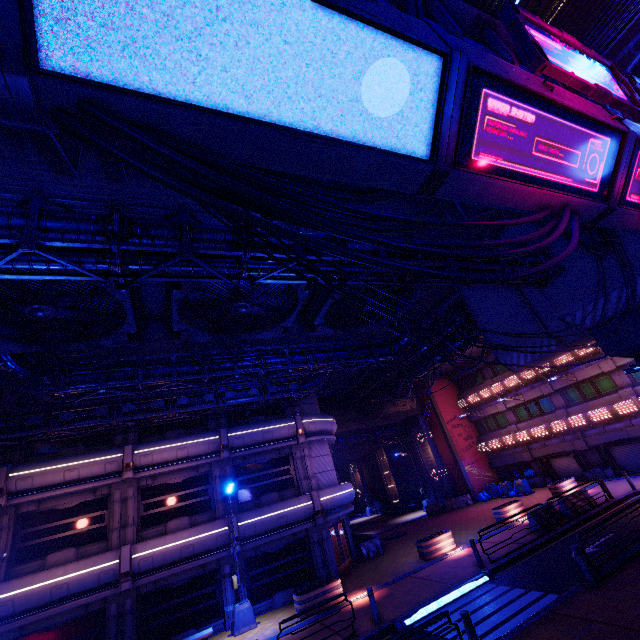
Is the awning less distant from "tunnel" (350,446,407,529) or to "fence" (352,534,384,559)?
"fence" (352,534,384,559)

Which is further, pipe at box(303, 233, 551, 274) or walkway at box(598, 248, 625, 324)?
walkway at box(598, 248, 625, 324)

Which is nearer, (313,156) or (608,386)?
(313,156)

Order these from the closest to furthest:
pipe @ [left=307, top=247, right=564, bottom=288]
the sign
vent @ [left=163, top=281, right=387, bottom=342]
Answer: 1. the sign
2. pipe @ [left=307, top=247, right=564, bottom=288]
3. vent @ [left=163, top=281, right=387, bottom=342]

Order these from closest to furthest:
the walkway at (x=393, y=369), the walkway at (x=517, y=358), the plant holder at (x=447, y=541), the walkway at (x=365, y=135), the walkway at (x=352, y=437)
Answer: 1. the walkway at (x=365, y=135)
2. the walkway at (x=517, y=358)
3. the plant holder at (x=447, y=541)
4. the walkway at (x=393, y=369)
5. the walkway at (x=352, y=437)

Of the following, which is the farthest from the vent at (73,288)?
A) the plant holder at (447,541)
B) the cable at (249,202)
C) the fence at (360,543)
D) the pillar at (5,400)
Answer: the fence at (360,543)

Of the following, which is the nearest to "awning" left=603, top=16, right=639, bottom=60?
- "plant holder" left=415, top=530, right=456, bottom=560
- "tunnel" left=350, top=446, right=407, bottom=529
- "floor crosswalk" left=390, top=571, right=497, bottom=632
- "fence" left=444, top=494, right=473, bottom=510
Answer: "floor crosswalk" left=390, top=571, right=497, bottom=632

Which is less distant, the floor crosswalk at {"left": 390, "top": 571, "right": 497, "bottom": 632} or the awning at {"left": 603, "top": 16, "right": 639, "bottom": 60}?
the floor crosswalk at {"left": 390, "top": 571, "right": 497, "bottom": 632}
